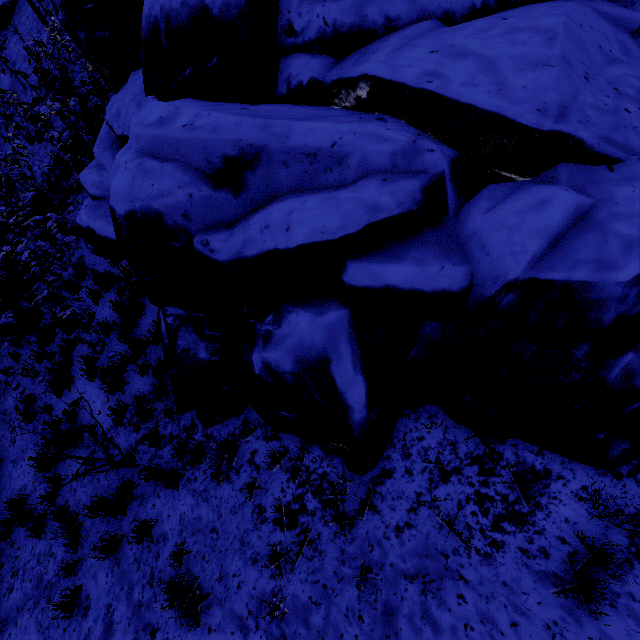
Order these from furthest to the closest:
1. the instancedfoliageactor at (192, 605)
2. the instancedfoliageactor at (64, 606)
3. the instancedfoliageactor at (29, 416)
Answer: the instancedfoliageactor at (29, 416) → the instancedfoliageactor at (64, 606) → the instancedfoliageactor at (192, 605)

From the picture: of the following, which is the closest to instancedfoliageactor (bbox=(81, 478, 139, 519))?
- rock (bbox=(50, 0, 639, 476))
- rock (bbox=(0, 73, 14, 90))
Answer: rock (bbox=(50, 0, 639, 476))

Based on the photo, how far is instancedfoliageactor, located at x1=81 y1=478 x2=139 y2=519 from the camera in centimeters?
495cm

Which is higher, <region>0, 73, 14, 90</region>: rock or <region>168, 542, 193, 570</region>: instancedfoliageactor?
<region>0, 73, 14, 90</region>: rock

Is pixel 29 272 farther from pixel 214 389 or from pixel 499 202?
pixel 499 202

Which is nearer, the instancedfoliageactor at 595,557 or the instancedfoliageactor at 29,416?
the instancedfoliageactor at 595,557

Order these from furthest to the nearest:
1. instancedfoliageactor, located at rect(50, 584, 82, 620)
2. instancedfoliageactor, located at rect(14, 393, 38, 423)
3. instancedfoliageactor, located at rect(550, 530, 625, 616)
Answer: instancedfoliageactor, located at rect(14, 393, 38, 423), instancedfoliageactor, located at rect(50, 584, 82, 620), instancedfoliageactor, located at rect(550, 530, 625, 616)
